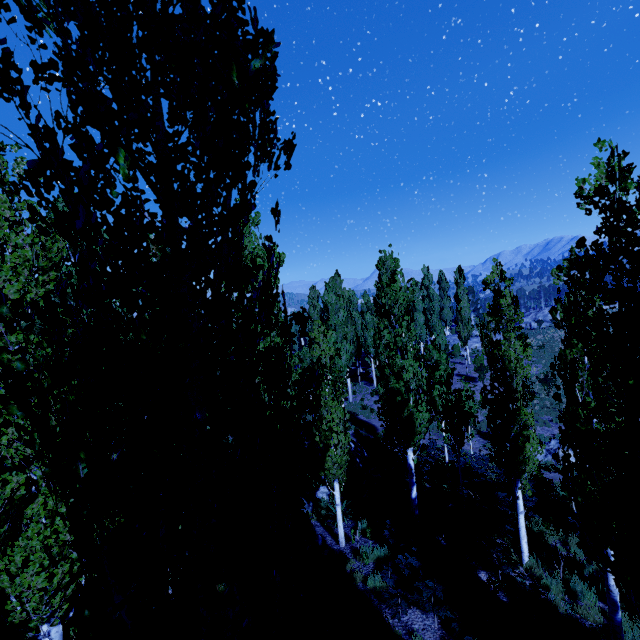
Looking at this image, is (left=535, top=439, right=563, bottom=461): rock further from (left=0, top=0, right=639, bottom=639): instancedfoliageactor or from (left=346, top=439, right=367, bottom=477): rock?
(left=346, top=439, right=367, bottom=477): rock

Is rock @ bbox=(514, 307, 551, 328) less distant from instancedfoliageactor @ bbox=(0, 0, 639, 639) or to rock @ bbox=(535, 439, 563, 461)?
instancedfoliageactor @ bbox=(0, 0, 639, 639)

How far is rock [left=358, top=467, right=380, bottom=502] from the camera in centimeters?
1475cm

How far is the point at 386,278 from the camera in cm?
1173

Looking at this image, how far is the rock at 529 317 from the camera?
49.9m

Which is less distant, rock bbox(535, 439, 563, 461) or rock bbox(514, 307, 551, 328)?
rock bbox(535, 439, 563, 461)

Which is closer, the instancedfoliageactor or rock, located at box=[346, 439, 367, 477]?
the instancedfoliageactor

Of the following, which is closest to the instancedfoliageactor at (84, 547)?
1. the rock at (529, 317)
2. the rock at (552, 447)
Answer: the rock at (552, 447)
